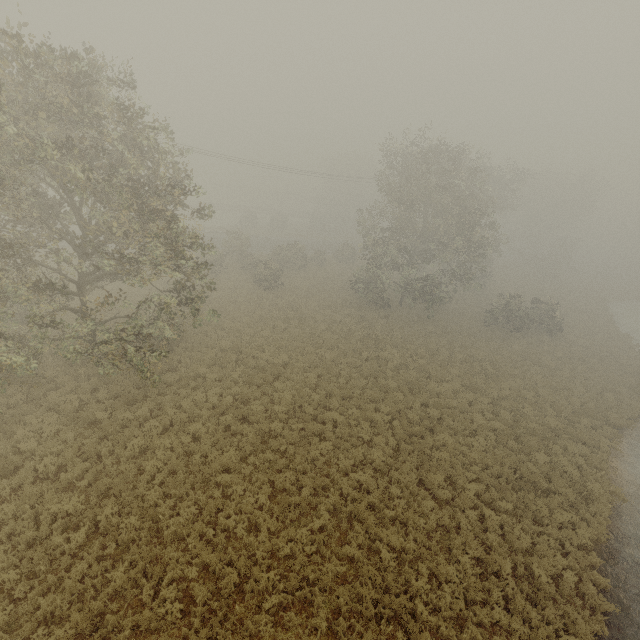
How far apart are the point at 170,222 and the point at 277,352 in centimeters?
1065cm
